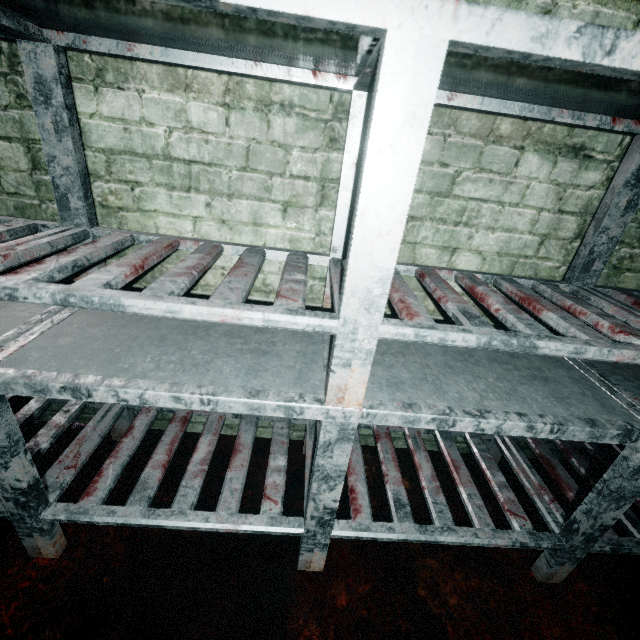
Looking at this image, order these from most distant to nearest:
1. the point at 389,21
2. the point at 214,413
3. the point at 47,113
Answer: the point at 214,413 → the point at 47,113 → the point at 389,21
